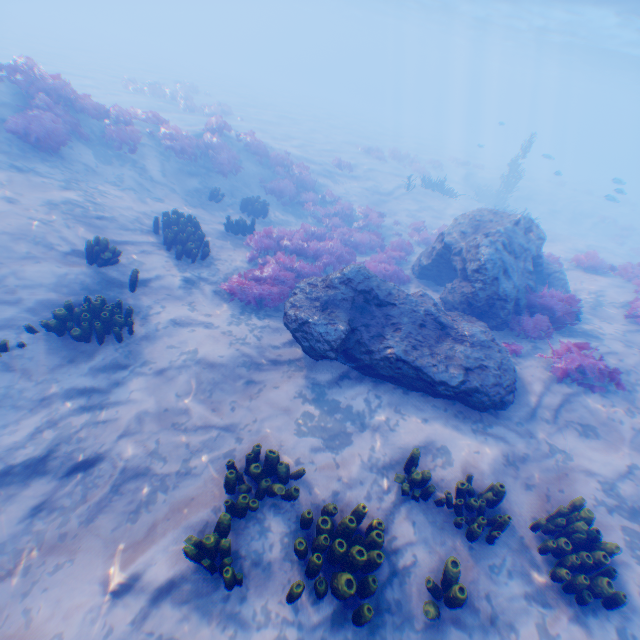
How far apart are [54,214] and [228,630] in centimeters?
926cm

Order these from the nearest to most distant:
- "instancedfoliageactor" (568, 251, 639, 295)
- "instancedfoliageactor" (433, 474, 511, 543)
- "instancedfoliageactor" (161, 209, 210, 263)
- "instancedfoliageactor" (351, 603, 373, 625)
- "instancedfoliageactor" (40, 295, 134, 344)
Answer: "instancedfoliageactor" (351, 603, 373, 625), "instancedfoliageactor" (433, 474, 511, 543), "instancedfoliageactor" (40, 295, 134, 344), "instancedfoliageactor" (161, 209, 210, 263), "instancedfoliageactor" (568, 251, 639, 295)

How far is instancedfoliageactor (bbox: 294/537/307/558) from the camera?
4.13m

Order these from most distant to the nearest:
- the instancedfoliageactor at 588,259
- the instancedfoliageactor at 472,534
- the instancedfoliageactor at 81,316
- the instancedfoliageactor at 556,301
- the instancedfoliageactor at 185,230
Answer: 1. the instancedfoliageactor at 588,259
2. the instancedfoliageactor at 185,230
3. the instancedfoliageactor at 556,301
4. the instancedfoliageactor at 81,316
5. the instancedfoliageactor at 472,534

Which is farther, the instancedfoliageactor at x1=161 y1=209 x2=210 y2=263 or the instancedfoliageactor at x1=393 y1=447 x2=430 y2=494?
the instancedfoliageactor at x1=161 y1=209 x2=210 y2=263

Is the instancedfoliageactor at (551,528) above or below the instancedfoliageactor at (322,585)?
above
